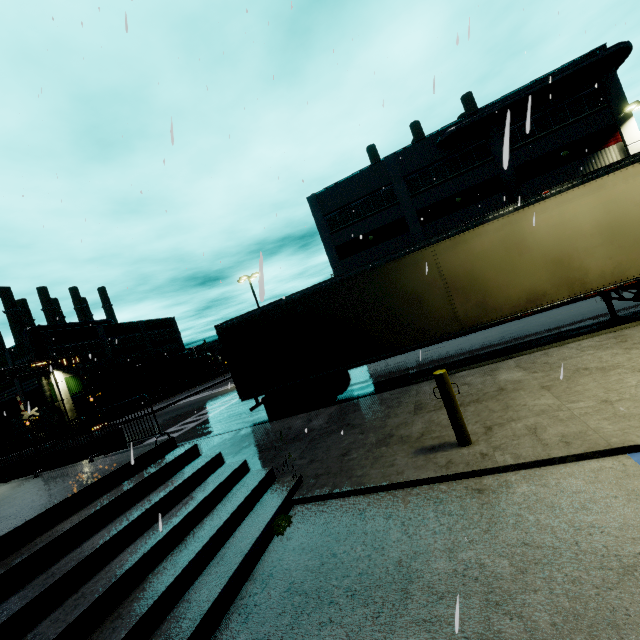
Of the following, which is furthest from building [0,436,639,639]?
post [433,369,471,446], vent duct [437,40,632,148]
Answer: post [433,369,471,446]

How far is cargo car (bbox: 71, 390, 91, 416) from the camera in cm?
4267

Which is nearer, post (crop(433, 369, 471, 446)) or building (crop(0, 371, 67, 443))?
post (crop(433, 369, 471, 446))

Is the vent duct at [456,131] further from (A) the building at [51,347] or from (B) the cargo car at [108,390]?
(B) the cargo car at [108,390]

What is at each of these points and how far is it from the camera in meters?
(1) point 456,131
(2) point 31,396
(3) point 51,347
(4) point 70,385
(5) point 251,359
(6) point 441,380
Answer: (1) vent duct, 25.9 m
(2) building, 46.7 m
(3) building, 45.1 m
(4) building, 45.9 m
(5) semi trailer, 11.0 m
(6) post, 5.0 m

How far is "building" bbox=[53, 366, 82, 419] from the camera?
44.5m

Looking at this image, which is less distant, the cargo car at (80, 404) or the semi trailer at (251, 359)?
the semi trailer at (251, 359)
